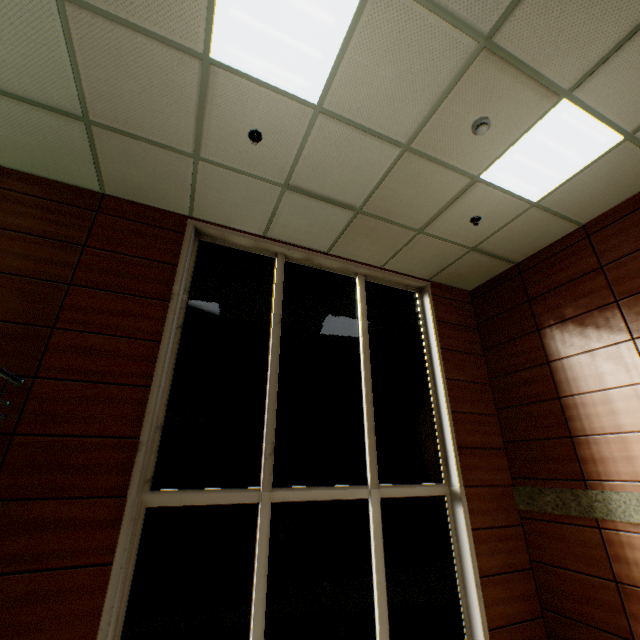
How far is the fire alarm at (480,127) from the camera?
3.1m

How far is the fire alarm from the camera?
3.06m

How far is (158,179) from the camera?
3.73m
